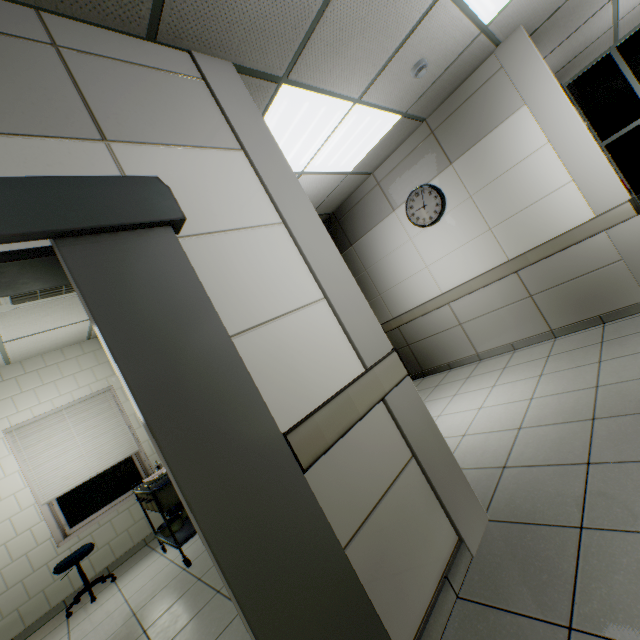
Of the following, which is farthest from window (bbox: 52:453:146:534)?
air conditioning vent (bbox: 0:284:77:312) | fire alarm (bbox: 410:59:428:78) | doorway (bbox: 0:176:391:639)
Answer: fire alarm (bbox: 410:59:428:78)

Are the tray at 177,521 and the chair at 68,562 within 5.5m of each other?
yes

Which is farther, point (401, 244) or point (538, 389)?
point (401, 244)

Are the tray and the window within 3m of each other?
yes

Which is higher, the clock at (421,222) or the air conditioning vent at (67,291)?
the air conditioning vent at (67,291)

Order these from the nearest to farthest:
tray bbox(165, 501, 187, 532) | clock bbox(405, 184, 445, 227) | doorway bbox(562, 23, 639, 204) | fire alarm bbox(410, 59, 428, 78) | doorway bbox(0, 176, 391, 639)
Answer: doorway bbox(0, 176, 391, 639) → fire alarm bbox(410, 59, 428, 78) → tray bbox(165, 501, 187, 532) → clock bbox(405, 184, 445, 227) → doorway bbox(562, 23, 639, 204)

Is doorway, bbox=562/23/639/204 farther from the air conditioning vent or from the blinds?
the blinds

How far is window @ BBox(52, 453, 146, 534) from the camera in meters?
4.5 m
